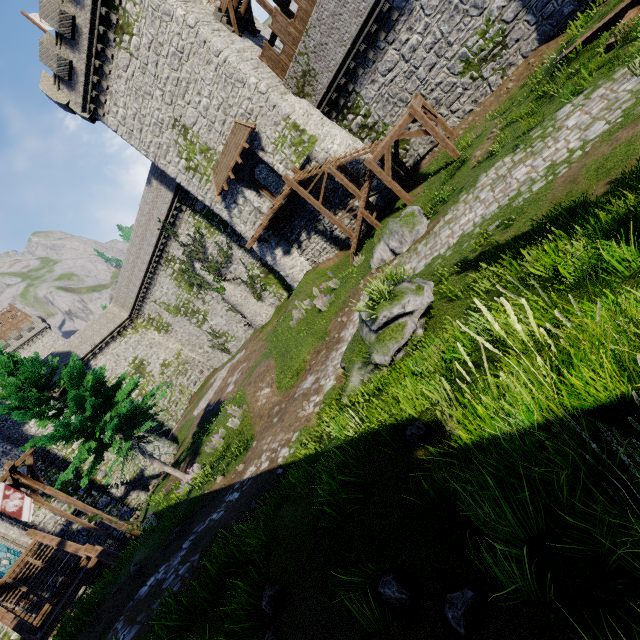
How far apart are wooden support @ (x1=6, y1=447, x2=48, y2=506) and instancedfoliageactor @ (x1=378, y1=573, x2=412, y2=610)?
18.1 meters

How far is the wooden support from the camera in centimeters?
1452cm

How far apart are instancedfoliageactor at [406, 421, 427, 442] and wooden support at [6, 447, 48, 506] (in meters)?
18.06

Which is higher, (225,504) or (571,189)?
(225,504)

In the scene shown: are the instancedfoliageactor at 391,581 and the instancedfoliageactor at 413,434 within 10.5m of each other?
yes

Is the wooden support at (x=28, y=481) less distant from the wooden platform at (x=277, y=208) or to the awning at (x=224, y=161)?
the wooden platform at (x=277, y=208)

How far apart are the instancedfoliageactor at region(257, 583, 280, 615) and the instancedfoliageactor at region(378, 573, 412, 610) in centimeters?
205cm

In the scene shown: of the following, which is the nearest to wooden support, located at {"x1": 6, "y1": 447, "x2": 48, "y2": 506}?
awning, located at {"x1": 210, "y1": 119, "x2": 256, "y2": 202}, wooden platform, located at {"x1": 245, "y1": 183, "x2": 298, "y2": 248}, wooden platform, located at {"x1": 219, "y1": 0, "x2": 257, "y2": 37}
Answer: wooden platform, located at {"x1": 245, "y1": 183, "x2": 298, "y2": 248}
